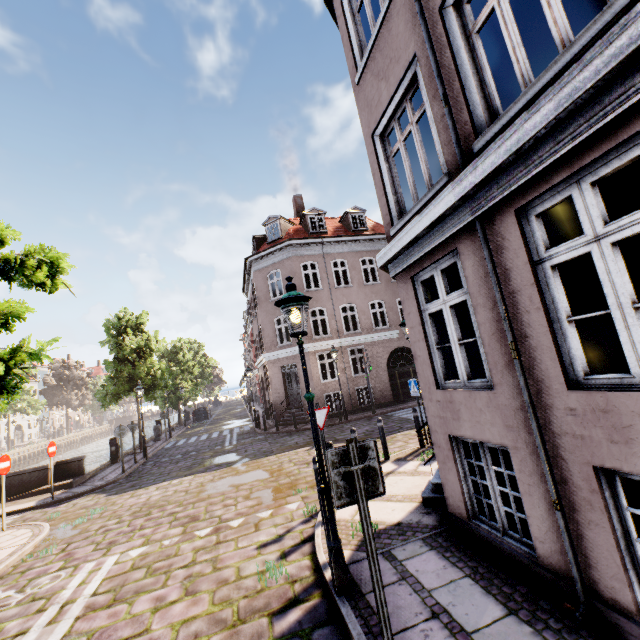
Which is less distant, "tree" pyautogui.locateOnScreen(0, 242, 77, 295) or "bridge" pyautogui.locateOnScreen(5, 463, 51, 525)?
"tree" pyautogui.locateOnScreen(0, 242, 77, 295)

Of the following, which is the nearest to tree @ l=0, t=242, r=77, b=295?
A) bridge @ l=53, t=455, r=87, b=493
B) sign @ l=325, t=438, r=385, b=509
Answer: bridge @ l=53, t=455, r=87, b=493

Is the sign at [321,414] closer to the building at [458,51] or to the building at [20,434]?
the building at [458,51]

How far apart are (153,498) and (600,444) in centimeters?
1081cm

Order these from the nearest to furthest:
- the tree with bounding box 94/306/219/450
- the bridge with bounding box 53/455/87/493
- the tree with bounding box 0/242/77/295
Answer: the tree with bounding box 0/242/77/295 < the bridge with bounding box 53/455/87/493 < the tree with bounding box 94/306/219/450

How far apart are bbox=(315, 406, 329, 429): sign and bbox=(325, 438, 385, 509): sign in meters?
4.2 m

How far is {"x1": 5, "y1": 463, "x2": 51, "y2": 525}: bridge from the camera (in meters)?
10.55

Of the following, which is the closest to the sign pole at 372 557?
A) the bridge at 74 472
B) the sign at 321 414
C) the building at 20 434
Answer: the sign at 321 414
